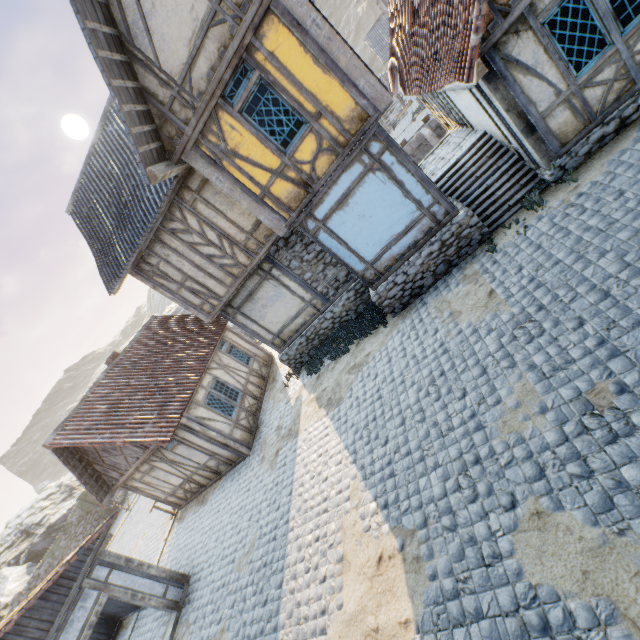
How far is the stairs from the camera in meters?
8.0

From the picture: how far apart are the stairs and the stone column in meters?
32.3 m

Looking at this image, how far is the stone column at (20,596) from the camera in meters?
19.8

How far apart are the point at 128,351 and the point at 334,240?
11.57m

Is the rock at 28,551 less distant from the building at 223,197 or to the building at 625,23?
the building at 625,23

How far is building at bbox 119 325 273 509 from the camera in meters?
11.9 m

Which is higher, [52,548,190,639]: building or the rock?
the rock

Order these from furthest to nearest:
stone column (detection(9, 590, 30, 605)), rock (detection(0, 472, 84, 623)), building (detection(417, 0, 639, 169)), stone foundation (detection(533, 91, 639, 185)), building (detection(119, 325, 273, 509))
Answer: rock (detection(0, 472, 84, 623))
stone column (detection(9, 590, 30, 605))
building (detection(119, 325, 273, 509))
stone foundation (detection(533, 91, 639, 185))
building (detection(417, 0, 639, 169))
